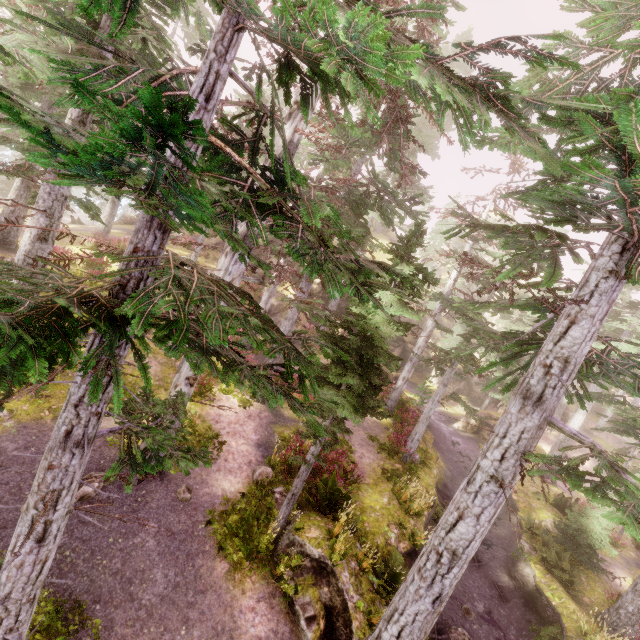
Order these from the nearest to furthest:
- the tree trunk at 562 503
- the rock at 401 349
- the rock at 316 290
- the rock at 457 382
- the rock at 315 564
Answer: the rock at 315 564 → the tree trunk at 562 503 → the rock at 316 290 → the rock at 457 382 → the rock at 401 349

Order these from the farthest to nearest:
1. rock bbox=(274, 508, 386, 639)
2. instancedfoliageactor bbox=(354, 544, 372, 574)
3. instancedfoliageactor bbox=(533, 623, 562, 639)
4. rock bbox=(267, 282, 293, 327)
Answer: rock bbox=(267, 282, 293, 327) < instancedfoliageactor bbox=(533, 623, 562, 639) < instancedfoliageactor bbox=(354, 544, 372, 574) < rock bbox=(274, 508, 386, 639)

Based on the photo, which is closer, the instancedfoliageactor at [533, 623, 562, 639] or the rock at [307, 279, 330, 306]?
the instancedfoliageactor at [533, 623, 562, 639]

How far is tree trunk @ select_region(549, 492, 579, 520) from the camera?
17.8m

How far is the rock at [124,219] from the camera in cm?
3797

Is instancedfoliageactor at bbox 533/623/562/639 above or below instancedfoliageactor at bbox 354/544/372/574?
below

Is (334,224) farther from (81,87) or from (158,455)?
(158,455)
